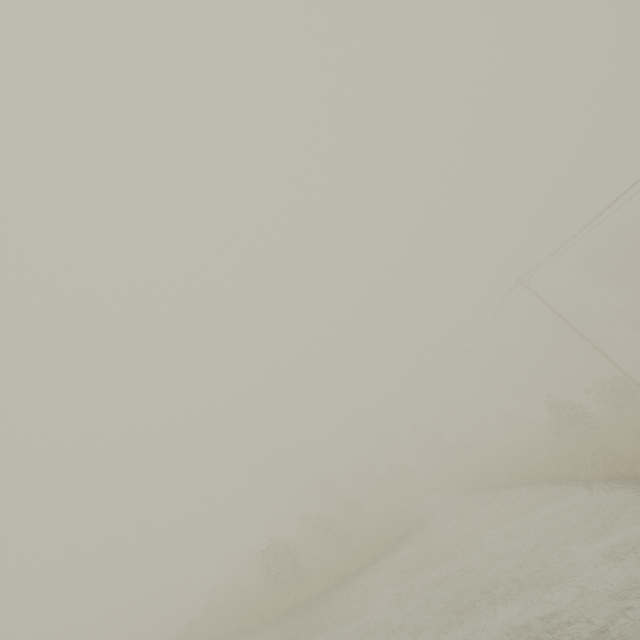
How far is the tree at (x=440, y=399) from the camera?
47.2m

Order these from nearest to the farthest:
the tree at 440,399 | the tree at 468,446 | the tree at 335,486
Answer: the tree at 335,486, the tree at 468,446, the tree at 440,399

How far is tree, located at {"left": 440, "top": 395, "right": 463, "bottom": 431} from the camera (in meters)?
47.16

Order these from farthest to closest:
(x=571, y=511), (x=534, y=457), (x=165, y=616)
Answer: (x=165, y=616), (x=534, y=457), (x=571, y=511)

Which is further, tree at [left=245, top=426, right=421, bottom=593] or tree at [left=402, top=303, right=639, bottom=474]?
tree at [left=402, top=303, right=639, bottom=474]

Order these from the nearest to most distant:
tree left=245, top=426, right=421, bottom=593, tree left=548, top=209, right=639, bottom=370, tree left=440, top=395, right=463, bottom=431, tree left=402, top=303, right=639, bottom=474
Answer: tree left=245, top=426, right=421, bottom=593 < tree left=402, top=303, right=639, bottom=474 < tree left=548, top=209, right=639, bottom=370 < tree left=440, top=395, right=463, bottom=431
